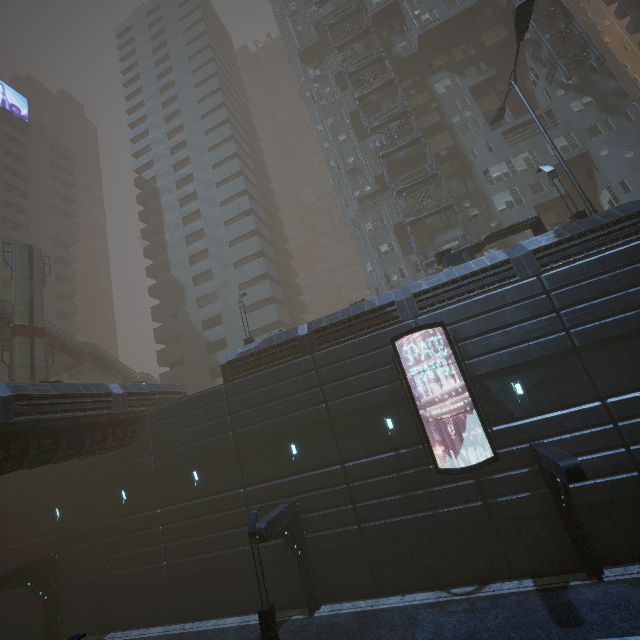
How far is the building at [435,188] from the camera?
30.7m

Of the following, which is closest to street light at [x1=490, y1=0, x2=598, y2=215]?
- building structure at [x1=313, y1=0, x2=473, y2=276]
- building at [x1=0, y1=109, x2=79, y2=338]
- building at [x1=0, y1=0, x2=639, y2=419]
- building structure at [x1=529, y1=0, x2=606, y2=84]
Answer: building at [x1=0, y1=0, x2=639, y2=419]

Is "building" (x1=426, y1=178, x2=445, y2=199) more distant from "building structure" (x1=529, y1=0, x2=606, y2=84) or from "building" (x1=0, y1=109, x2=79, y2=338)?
"building" (x1=0, y1=109, x2=79, y2=338)

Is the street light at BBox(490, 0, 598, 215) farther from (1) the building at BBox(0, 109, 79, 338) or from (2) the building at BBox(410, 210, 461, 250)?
(1) the building at BBox(0, 109, 79, 338)

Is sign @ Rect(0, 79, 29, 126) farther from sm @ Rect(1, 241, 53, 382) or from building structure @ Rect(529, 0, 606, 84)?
building structure @ Rect(529, 0, 606, 84)

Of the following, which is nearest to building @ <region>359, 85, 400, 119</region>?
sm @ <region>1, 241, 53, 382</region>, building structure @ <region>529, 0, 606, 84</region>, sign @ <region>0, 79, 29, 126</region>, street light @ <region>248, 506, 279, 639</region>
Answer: building structure @ <region>529, 0, 606, 84</region>

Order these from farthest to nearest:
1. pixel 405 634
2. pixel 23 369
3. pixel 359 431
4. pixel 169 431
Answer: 1. pixel 23 369
2. pixel 169 431
3. pixel 359 431
4. pixel 405 634

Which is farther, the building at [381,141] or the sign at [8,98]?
the sign at [8,98]
